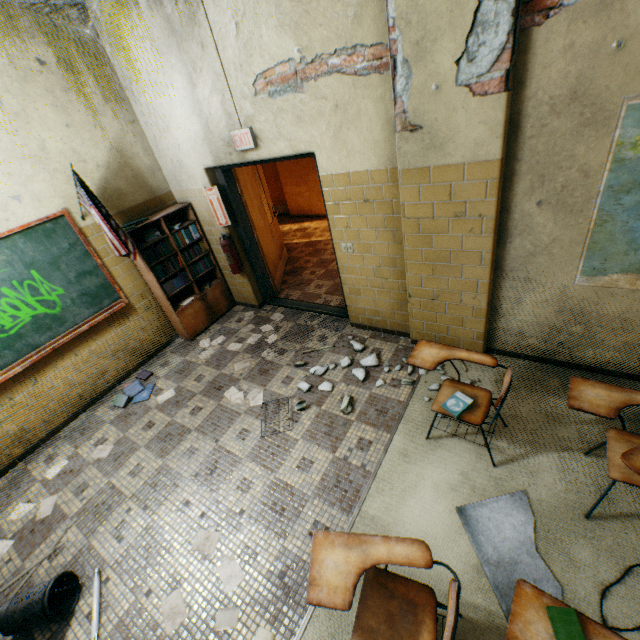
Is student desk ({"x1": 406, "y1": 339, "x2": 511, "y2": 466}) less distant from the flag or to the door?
the door

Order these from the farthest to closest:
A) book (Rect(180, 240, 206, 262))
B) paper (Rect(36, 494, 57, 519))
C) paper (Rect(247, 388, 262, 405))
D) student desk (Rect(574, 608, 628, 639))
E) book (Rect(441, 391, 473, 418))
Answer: book (Rect(180, 240, 206, 262)) < paper (Rect(247, 388, 262, 405)) < paper (Rect(36, 494, 57, 519)) < book (Rect(441, 391, 473, 418)) < student desk (Rect(574, 608, 628, 639))

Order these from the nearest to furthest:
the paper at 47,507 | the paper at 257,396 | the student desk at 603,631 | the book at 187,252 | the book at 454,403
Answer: the student desk at 603,631 < the book at 454,403 < the paper at 47,507 < the paper at 257,396 < the book at 187,252

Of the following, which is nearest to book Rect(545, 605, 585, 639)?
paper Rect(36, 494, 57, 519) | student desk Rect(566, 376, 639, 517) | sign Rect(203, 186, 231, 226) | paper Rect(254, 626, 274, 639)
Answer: student desk Rect(566, 376, 639, 517)

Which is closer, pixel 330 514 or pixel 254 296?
pixel 330 514

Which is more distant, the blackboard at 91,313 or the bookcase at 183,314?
the bookcase at 183,314

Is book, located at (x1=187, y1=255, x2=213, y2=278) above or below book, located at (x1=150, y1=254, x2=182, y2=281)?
below

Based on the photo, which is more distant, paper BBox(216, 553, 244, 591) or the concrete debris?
the concrete debris
